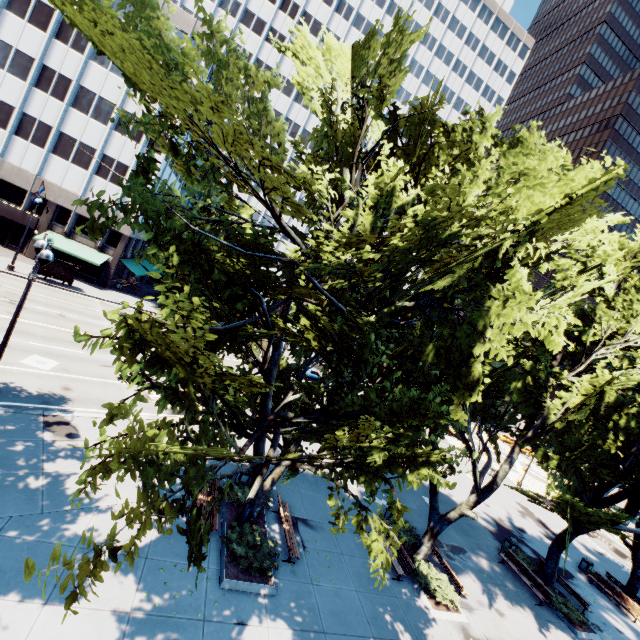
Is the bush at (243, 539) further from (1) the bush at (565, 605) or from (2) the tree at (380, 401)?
(1) the bush at (565, 605)

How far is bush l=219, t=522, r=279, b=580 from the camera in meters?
11.2 m

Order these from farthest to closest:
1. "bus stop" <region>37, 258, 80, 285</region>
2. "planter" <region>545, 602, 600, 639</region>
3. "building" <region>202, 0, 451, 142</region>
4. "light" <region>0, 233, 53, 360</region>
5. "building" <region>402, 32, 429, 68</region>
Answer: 1. "building" <region>402, 32, 429, 68</region>
2. "building" <region>202, 0, 451, 142</region>
3. "bus stop" <region>37, 258, 80, 285</region>
4. "planter" <region>545, 602, 600, 639</region>
5. "light" <region>0, 233, 53, 360</region>

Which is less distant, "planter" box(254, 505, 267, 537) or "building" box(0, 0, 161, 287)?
"planter" box(254, 505, 267, 537)

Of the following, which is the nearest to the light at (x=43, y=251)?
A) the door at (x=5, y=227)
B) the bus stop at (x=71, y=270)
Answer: the bus stop at (x=71, y=270)

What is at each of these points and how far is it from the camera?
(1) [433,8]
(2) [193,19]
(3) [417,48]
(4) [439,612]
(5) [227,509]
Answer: (1) building, 59.3 meters
(2) building, 36.7 meters
(3) building, 59.8 meters
(4) planter, 13.3 meters
(5) planter, 13.5 meters

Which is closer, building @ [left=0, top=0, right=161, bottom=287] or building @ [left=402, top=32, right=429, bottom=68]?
building @ [left=0, top=0, right=161, bottom=287]
